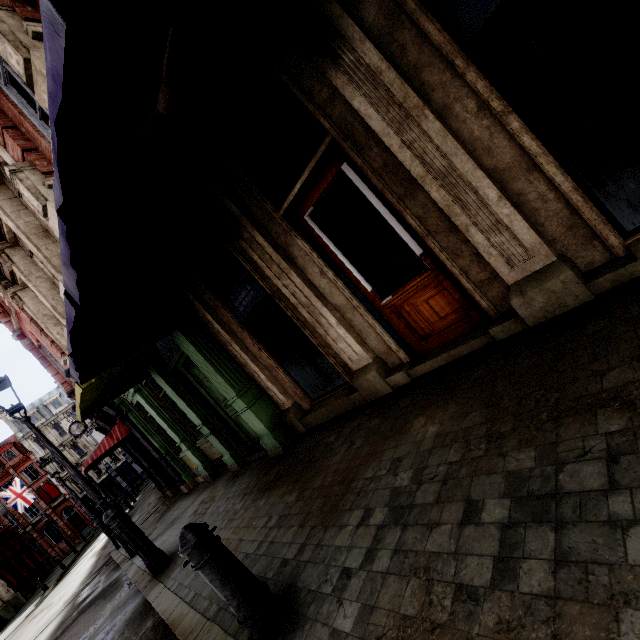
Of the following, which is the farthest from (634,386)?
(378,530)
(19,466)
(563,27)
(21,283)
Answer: (19,466)

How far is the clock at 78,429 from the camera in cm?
2117

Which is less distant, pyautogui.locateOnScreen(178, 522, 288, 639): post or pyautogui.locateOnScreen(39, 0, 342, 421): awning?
pyautogui.locateOnScreen(39, 0, 342, 421): awning

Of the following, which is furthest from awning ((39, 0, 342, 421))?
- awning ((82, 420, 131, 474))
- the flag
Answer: the flag

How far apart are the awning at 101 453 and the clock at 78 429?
10.5m

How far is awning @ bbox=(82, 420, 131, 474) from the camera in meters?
11.2

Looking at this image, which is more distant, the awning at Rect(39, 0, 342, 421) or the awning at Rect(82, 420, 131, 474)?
the awning at Rect(82, 420, 131, 474)

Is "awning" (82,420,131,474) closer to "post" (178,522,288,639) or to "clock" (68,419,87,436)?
"clock" (68,419,87,436)
